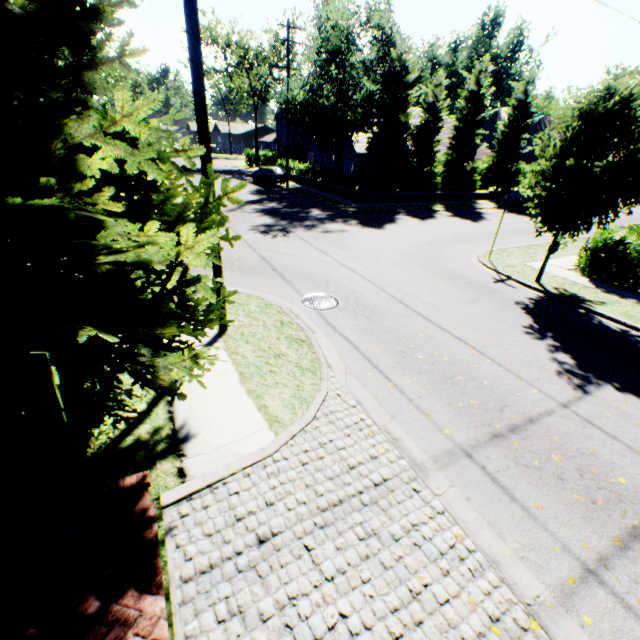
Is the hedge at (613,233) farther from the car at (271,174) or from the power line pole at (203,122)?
the car at (271,174)

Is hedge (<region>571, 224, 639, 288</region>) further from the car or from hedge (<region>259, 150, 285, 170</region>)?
the car

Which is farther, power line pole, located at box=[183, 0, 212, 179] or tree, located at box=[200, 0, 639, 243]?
tree, located at box=[200, 0, 639, 243]

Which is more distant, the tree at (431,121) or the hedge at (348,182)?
the hedge at (348,182)

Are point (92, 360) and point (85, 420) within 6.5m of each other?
yes

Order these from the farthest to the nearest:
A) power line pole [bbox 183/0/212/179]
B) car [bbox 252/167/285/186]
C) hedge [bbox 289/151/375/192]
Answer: car [bbox 252/167/285/186] < hedge [bbox 289/151/375/192] < power line pole [bbox 183/0/212/179]

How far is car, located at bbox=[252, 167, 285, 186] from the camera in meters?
30.4

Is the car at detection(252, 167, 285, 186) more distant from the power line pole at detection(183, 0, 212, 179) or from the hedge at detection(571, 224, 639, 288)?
the power line pole at detection(183, 0, 212, 179)
